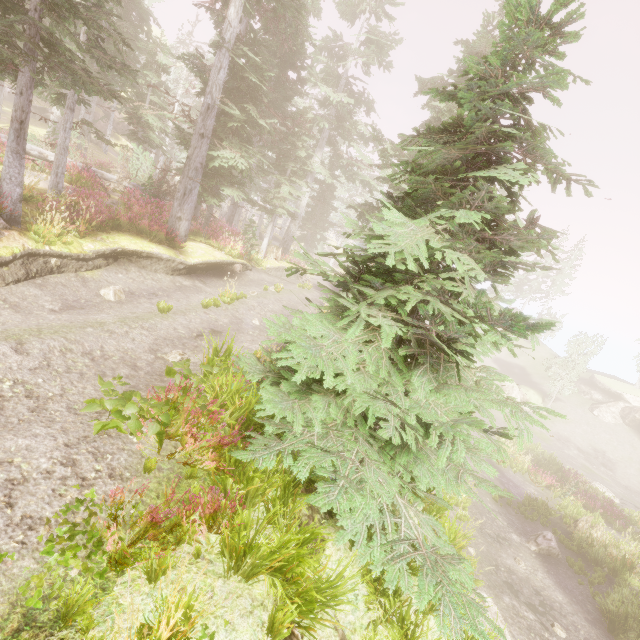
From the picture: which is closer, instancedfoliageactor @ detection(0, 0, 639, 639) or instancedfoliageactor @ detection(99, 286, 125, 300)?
instancedfoliageactor @ detection(0, 0, 639, 639)

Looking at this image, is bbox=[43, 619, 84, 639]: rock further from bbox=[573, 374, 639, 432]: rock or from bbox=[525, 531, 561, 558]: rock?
bbox=[573, 374, 639, 432]: rock

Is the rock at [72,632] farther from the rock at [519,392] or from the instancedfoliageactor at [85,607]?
the rock at [519,392]

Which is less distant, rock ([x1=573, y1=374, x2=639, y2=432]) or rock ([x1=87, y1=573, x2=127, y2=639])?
rock ([x1=87, y1=573, x2=127, y2=639])

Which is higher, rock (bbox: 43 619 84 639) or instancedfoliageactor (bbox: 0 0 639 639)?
instancedfoliageactor (bbox: 0 0 639 639)

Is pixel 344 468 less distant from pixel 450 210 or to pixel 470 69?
pixel 450 210

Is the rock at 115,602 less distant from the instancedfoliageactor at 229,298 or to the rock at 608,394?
the instancedfoliageactor at 229,298

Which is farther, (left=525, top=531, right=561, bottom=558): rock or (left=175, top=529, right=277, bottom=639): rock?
(left=525, top=531, right=561, bottom=558): rock
